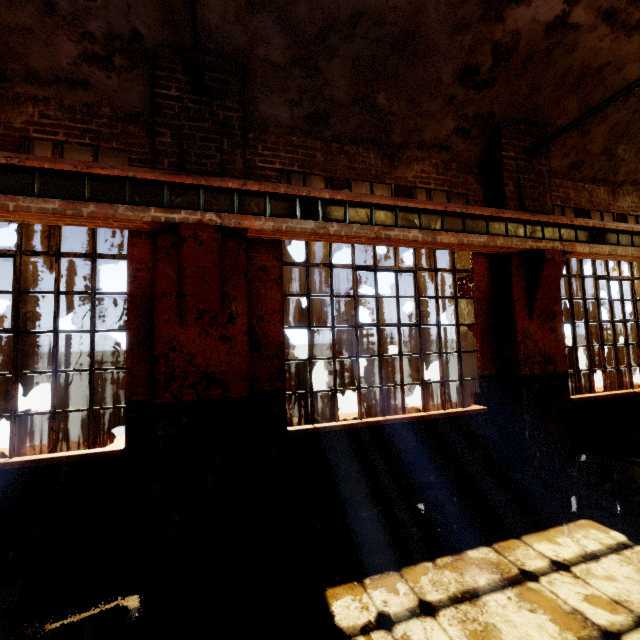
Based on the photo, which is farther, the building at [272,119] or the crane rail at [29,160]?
the building at [272,119]

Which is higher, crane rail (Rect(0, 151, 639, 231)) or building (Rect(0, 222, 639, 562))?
crane rail (Rect(0, 151, 639, 231))

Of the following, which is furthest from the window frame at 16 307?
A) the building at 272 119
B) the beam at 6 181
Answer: the beam at 6 181

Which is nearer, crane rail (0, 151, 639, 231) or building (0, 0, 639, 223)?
crane rail (0, 151, 639, 231)

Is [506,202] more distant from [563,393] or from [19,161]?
[19,161]

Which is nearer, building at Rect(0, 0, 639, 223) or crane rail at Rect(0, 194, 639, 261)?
crane rail at Rect(0, 194, 639, 261)

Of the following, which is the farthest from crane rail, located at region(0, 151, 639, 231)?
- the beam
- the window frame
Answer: the window frame

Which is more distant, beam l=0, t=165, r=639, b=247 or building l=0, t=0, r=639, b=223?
building l=0, t=0, r=639, b=223
